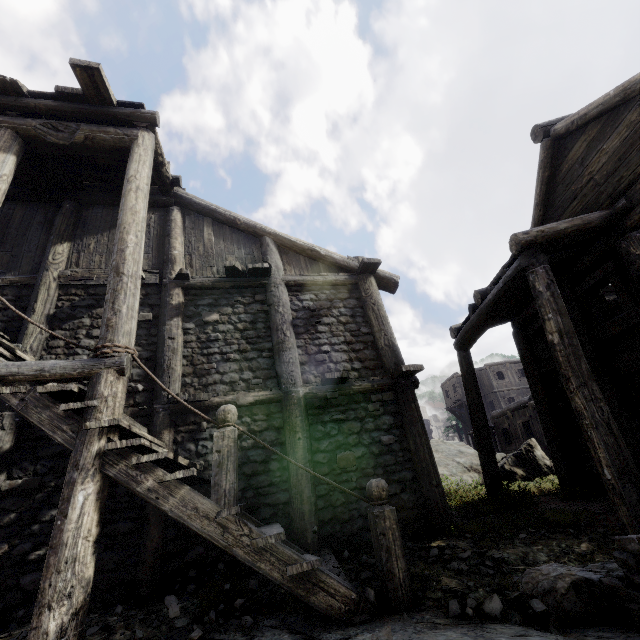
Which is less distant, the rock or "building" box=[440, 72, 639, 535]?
the rock

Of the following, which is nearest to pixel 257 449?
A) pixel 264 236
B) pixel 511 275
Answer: pixel 264 236

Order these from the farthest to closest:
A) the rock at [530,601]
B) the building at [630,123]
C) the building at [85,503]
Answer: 1. the building at [630,123]
2. the building at [85,503]
3. the rock at [530,601]

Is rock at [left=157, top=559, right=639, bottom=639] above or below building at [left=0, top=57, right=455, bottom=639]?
below

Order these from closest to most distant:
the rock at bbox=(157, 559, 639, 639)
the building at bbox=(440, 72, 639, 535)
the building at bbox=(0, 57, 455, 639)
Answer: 1. the rock at bbox=(157, 559, 639, 639)
2. the building at bbox=(0, 57, 455, 639)
3. the building at bbox=(440, 72, 639, 535)

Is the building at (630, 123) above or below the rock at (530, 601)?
above

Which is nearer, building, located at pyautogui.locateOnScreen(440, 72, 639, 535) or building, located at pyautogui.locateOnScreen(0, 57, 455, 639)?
building, located at pyautogui.locateOnScreen(0, 57, 455, 639)
